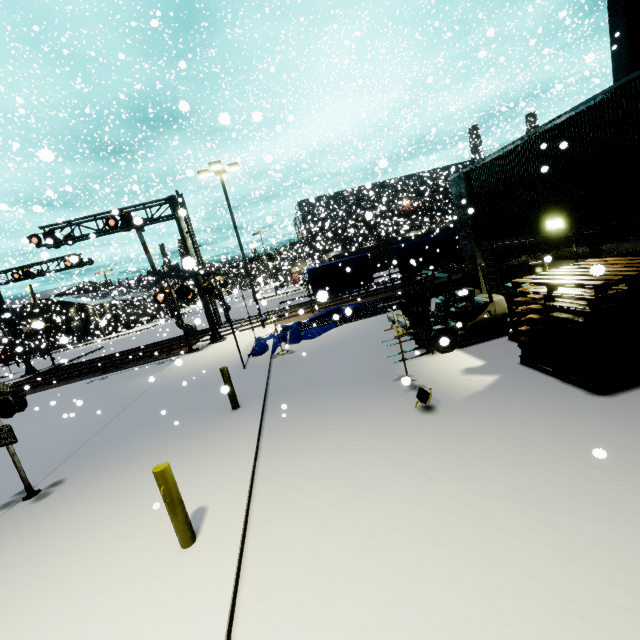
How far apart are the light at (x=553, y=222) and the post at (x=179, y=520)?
9.45m

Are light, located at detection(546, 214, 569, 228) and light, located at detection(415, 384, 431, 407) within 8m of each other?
yes

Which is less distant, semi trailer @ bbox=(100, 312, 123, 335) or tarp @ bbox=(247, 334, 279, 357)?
tarp @ bbox=(247, 334, 279, 357)

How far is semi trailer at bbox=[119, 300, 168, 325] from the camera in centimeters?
3716cm

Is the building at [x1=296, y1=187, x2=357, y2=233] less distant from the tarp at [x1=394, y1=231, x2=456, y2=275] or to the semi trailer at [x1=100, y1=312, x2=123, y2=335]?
the semi trailer at [x1=100, y1=312, x2=123, y2=335]

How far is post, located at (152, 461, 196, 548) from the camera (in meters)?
4.03

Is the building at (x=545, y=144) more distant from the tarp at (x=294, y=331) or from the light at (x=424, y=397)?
the light at (x=424, y=397)

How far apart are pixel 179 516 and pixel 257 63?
39.4 meters
